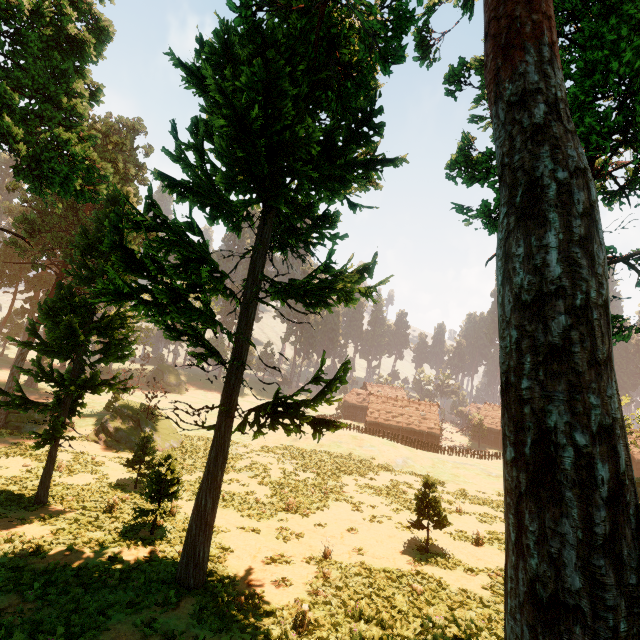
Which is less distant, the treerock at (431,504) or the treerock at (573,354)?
the treerock at (573,354)

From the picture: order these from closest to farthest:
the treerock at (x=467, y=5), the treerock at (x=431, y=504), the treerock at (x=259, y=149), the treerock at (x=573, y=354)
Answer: the treerock at (x=573, y=354) < the treerock at (x=259, y=149) < the treerock at (x=467, y=5) < the treerock at (x=431, y=504)

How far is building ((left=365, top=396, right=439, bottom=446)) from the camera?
54.6m

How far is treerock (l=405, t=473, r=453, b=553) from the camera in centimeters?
1595cm

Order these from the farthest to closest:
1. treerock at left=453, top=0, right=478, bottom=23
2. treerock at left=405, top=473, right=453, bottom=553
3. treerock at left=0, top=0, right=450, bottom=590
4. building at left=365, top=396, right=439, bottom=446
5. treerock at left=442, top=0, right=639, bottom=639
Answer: building at left=365, top=396, right=439, bottom=446, treerock at left=405, top=473, right=453, bottom=553, treerock at left=453, top=0, right=478, bottom=23, treerock at left=0, top=0, right=450, bottom=590, treerock at left=442, top=0, right=639, bottom=639

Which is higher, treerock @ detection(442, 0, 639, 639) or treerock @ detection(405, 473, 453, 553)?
treerock @ detection(442, 0, 639, 639)

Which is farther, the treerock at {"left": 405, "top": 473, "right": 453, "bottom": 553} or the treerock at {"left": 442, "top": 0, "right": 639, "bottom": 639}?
the treerock at {"left": 405, "top": 473, "right": 453, "bottom": 553}

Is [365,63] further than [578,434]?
Yes
